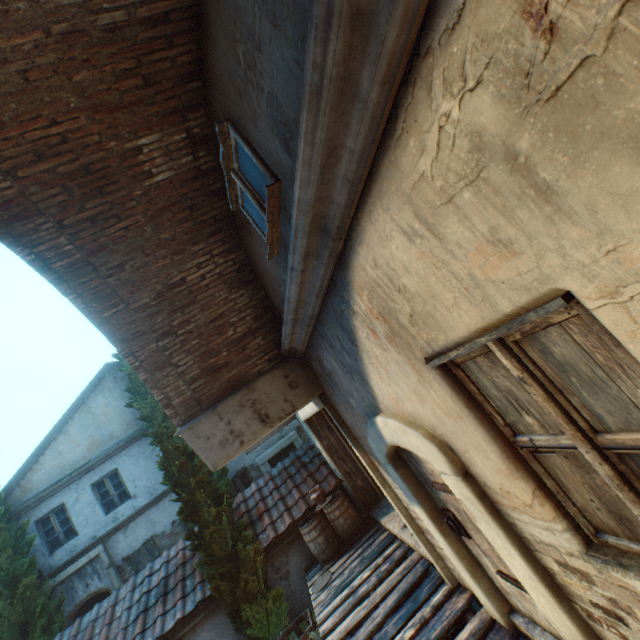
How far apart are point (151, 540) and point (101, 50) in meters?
15.1 m

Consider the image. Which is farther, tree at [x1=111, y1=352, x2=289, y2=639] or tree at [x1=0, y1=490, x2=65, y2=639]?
tree at [x1=0, y1=490, x2=65, y2=639]

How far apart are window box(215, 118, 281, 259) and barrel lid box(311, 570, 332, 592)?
7.04m

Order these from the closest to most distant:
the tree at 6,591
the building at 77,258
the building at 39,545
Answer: the building at 77,258 → the tree at 6,591 → the building at 39,545

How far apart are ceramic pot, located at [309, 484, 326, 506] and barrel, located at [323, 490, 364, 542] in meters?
0.0 m

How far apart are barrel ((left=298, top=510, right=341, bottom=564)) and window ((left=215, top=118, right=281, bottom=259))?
6.9m

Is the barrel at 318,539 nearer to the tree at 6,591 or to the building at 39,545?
the tree at 6,591

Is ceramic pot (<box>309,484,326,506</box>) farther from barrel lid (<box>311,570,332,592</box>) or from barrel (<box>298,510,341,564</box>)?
barrel lid (<box>311,570,332,592</box>)
